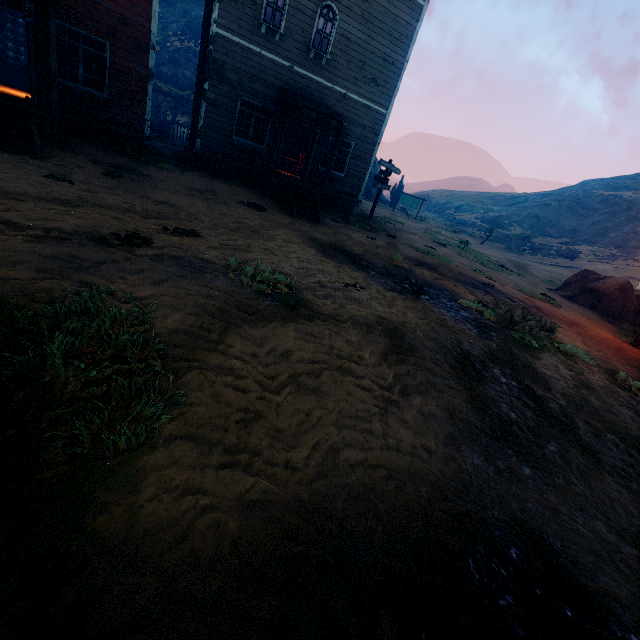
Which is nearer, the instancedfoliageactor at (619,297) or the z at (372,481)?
the z at (372,481)

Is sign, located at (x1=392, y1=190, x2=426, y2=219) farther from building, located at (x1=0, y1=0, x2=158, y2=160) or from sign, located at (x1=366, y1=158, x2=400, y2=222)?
sign, located at (x1=366, y1=158, x2=400, y2=222)

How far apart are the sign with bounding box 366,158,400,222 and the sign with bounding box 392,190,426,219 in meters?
19.2 m

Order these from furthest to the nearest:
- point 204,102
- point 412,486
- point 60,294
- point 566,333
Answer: point 204,102 → point 566,333 → point 60,294 → point 412,486

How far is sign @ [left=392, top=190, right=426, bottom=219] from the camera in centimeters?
3459cm

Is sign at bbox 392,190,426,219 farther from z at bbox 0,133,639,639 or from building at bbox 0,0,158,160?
building at bbox 0,0,158,160

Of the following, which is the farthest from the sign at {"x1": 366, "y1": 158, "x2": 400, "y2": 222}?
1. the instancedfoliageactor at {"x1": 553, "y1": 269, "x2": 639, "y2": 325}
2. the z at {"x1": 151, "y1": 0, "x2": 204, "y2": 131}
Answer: the instancedfoliageactor at {"x1": 553, "y1": 269, "x2": 639, "y2": 325}

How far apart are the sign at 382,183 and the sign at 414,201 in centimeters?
1922cm
